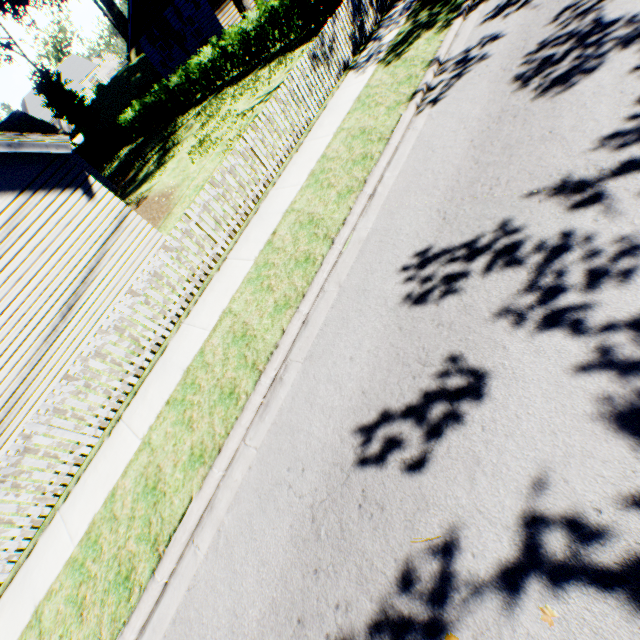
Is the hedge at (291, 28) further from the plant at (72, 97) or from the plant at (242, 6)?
the plant at (72, 97)

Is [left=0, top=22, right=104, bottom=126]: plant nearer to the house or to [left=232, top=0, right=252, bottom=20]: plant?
the house

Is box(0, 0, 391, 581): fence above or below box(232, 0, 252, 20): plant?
below

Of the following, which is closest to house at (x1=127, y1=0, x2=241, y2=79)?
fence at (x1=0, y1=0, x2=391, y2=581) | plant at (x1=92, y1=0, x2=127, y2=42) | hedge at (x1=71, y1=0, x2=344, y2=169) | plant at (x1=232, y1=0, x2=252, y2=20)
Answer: plant at (x1=232, y1=0, x2=252, y2=20)

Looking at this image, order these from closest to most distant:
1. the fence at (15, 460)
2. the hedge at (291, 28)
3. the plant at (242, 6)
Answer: the fence at (15, 460) < the hedge at (291, 28) < the plant at (242, 6)

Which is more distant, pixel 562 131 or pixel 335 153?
pixel 335 153

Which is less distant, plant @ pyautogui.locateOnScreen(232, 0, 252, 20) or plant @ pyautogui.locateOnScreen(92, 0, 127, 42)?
plant @ pyautogui.locateOnScreen(232, 0, 252, 20)
